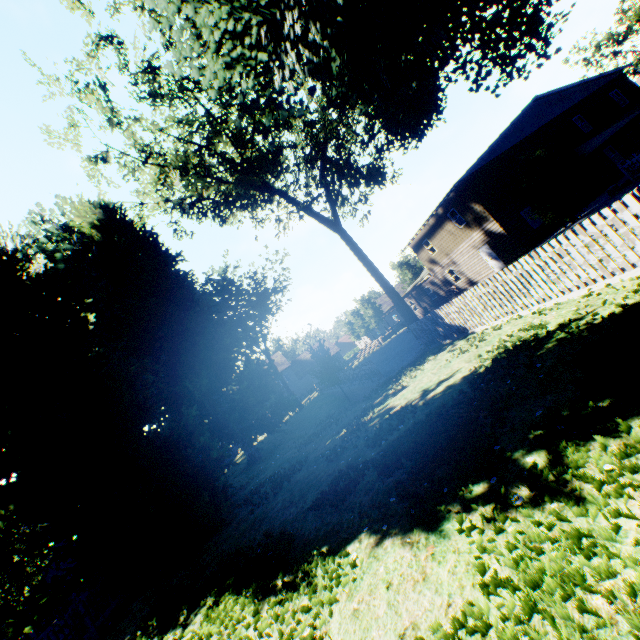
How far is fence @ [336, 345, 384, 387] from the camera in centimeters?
1487cm

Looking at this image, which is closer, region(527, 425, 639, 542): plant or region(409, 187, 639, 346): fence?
region(527, 425, 639, 542): plant

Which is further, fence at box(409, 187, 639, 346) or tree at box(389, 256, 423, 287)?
tree at box(389, 256, 423, 287)

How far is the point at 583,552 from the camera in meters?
2.1 m

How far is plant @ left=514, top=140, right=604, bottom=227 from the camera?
17.95m

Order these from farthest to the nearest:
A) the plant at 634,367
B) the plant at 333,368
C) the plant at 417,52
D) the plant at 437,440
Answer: the plant at 333,368
the plant at 417,52
the plant at 437,440
the plant at 634,367

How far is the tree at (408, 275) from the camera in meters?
49.6

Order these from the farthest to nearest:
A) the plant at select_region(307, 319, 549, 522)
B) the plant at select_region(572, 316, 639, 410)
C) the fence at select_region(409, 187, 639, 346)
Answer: the fence at select_region(409, 187, 639, 346) → the plant at select_region(307, 319, 549, 522) → the plant at select_region(572, 316, 639, 410)
